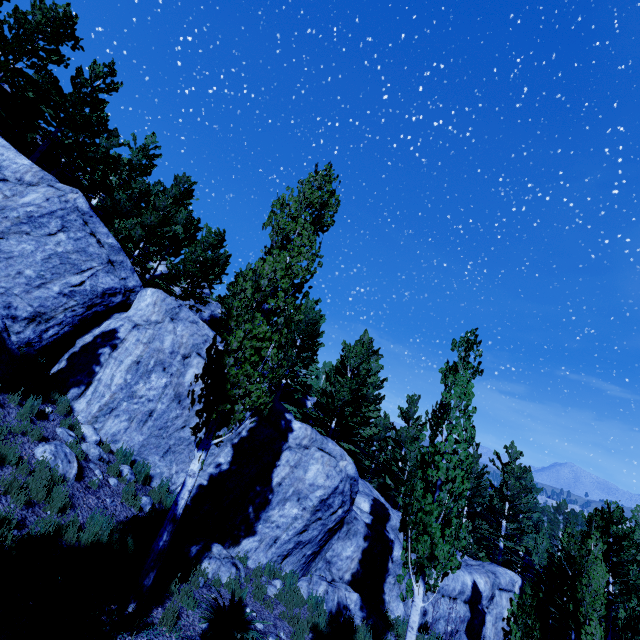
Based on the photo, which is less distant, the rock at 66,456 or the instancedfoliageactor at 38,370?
the rock at 66,456

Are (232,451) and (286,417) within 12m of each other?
yes

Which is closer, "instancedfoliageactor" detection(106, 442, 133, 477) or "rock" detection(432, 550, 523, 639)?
"instancedfoliageactor" detection(106, 442, 133, 477)

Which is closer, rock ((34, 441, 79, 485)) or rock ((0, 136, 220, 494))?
rock ((34, 441, 79, 485))

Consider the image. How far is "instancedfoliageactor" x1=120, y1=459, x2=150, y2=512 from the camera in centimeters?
858cm

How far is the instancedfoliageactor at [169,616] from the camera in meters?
6.0
